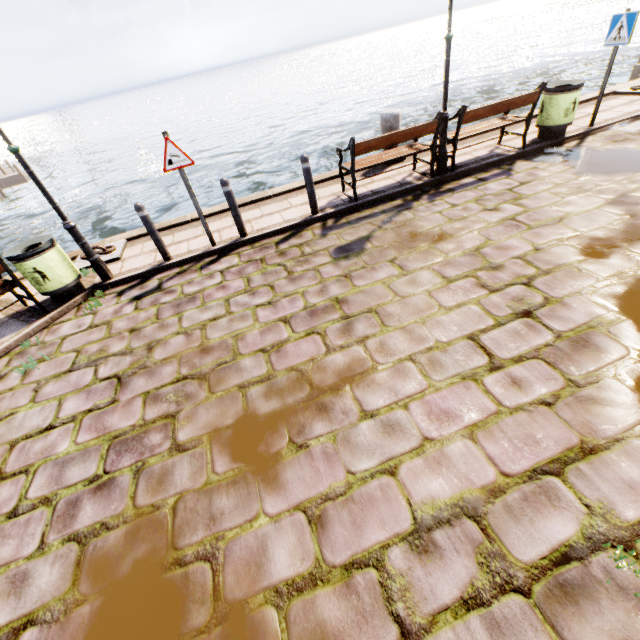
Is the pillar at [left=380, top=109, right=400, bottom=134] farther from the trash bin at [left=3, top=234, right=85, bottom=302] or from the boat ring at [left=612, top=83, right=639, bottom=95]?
the trash bin at [left=3, top=234, right=85, bottom=302]

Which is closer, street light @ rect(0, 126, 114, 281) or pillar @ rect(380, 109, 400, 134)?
street light @ rect(0, 126, 114, 281)

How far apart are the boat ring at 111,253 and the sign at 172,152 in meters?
2.4

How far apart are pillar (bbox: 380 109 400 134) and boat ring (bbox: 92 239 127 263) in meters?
6.4 m

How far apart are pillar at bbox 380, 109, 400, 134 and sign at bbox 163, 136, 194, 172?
4.66m

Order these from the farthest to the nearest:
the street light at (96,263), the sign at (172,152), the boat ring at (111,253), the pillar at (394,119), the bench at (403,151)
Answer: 1. the pillar at (394,119)
2. the boat ring at (111,253)
3. the bench at (403,151)
4. the sign at (172,152)
5. the street light at (96,263)

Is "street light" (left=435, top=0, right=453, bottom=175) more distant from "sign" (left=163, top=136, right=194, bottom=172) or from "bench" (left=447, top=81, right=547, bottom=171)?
"sign" (left=163, top=136, right=194, bottom=172)

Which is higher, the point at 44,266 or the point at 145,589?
the point at 44,266
